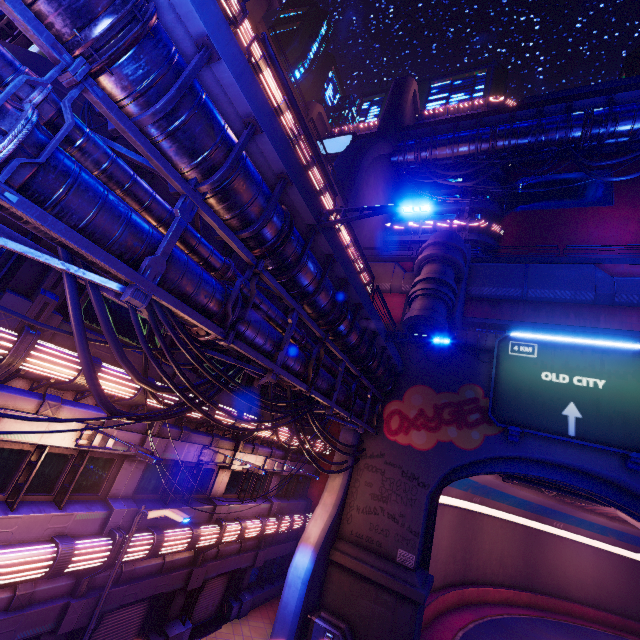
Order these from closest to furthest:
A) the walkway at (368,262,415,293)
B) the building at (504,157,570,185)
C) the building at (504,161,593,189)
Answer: the walkway at (368,262,415,293)
the building at (504,161,593,189)
the building at (504,157,570,185)

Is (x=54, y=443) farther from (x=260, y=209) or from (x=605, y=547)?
(x=605, y=547)

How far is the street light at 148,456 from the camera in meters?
7.8

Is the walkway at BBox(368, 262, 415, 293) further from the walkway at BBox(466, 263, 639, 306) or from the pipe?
the pipe

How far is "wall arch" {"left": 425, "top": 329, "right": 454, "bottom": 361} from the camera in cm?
2148

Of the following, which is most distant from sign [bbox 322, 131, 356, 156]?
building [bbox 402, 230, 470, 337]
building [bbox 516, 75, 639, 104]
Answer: building [bbox 402, 230, 470, 337]

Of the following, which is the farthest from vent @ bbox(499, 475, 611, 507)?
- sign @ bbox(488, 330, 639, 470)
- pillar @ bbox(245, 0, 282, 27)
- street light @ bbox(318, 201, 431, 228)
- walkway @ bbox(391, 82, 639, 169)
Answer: walkway @ bbox(391, 82, 639, 169)

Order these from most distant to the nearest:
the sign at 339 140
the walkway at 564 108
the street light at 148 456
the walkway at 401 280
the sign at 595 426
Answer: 1. the sign at 339 140
2. the walkway at 564 108
3. the walkway at 401 280
4. the sign at 595 426
5. the street light at 148 456
